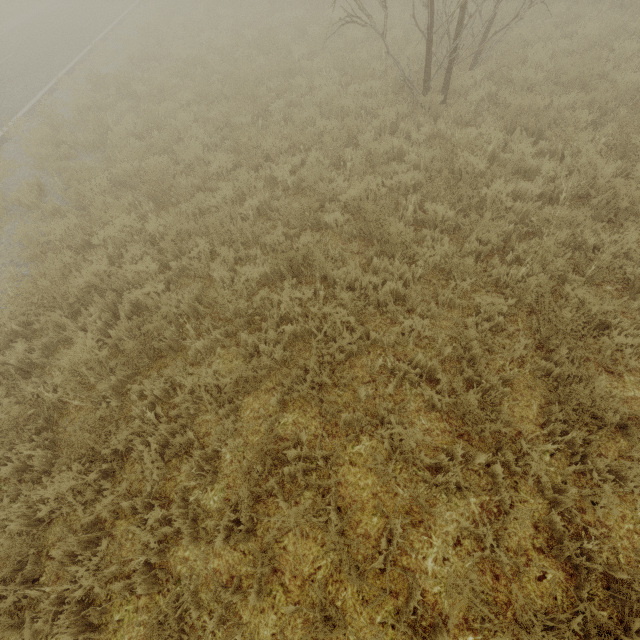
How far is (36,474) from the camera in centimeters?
373cm
